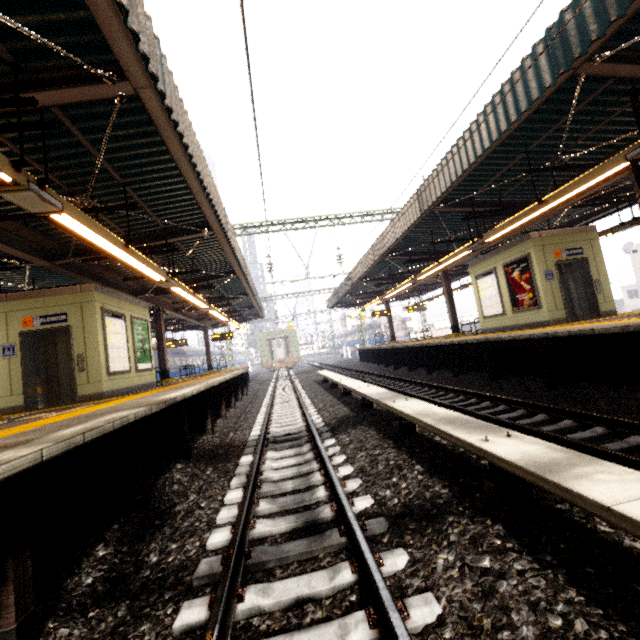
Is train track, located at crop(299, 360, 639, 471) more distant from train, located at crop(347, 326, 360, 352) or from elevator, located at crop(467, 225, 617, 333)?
train, located at crop(347, 326, 360, 352)

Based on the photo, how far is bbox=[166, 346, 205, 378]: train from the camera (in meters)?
26.67

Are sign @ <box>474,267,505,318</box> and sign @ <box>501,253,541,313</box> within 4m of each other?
yes

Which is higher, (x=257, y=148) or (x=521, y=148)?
(x=521, y=148)

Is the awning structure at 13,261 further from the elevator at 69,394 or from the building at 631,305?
the building at 631,305

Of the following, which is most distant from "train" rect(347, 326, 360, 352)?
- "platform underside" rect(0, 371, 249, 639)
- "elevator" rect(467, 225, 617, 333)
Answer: "elevator" rect(467, 225, 617, 333)

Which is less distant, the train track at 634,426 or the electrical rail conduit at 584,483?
the electrical rail conduit at 584,483

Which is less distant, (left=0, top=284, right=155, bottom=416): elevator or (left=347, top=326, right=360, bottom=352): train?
(left=0, top=284, right=155, bottom=416): elevator
